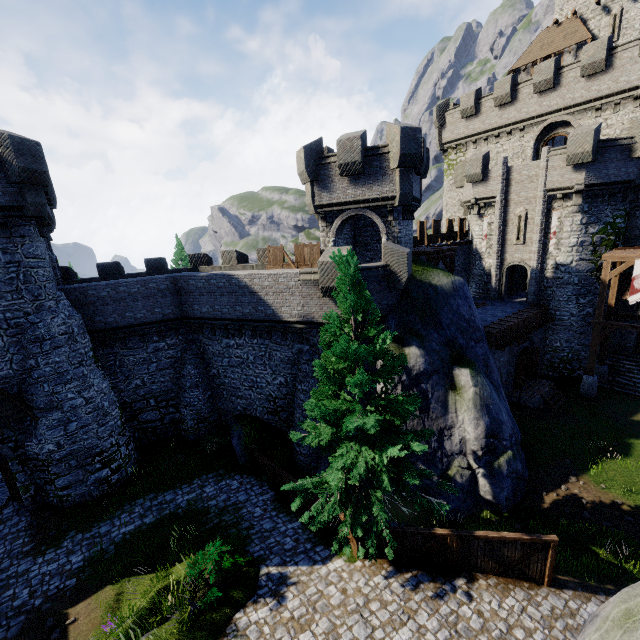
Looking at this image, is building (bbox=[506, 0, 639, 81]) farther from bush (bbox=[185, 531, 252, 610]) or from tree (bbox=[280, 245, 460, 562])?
bush (bbox=[185, 531, 252, 610])

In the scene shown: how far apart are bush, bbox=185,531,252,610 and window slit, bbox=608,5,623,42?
48.6m

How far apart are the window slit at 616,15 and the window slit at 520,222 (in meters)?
21.35

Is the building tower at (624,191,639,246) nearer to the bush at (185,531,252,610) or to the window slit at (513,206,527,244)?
the window slit at (513,206,527,244)

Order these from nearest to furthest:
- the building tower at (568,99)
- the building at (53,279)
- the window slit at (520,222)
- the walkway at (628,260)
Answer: the building at (53,279) < the walkway at (628,260) < the building tower at (568,99) < the window slit at (520,222)

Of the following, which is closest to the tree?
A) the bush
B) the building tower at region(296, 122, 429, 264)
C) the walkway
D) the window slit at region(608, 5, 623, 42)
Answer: the bush

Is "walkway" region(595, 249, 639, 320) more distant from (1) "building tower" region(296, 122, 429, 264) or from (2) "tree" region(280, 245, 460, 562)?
(2) "tree" region(280, 245, 460, 562)

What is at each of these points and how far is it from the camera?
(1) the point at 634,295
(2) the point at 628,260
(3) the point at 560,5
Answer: (1) flag, 19.4m
(2) walkway, 19.4m
(3) building, 32.1m
